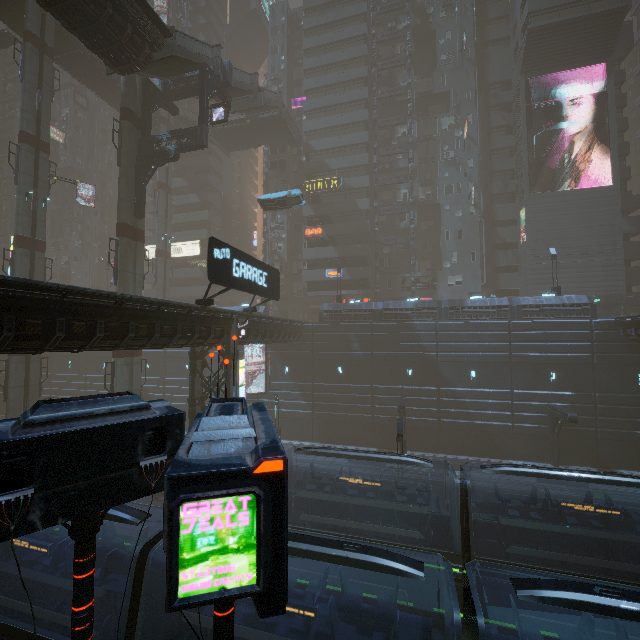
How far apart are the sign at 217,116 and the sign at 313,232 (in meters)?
20.17

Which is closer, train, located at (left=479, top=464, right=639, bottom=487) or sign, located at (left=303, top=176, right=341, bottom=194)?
train, located at (left=479, top=464, right=639, bottom=487)

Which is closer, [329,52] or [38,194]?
[38,194]

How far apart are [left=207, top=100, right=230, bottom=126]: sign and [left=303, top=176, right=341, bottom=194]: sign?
20.0 meters

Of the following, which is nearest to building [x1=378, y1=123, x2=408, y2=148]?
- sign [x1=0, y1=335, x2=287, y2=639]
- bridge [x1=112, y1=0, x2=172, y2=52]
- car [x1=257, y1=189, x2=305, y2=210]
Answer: bridge [x1=112, y1=0, x2=172, y2=52]

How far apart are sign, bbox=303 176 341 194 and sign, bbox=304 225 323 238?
4.34m

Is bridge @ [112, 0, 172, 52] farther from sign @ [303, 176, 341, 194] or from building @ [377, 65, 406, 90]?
sign @ [303, 176, 341, 194]

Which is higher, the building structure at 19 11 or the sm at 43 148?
the building structure at 19 11
